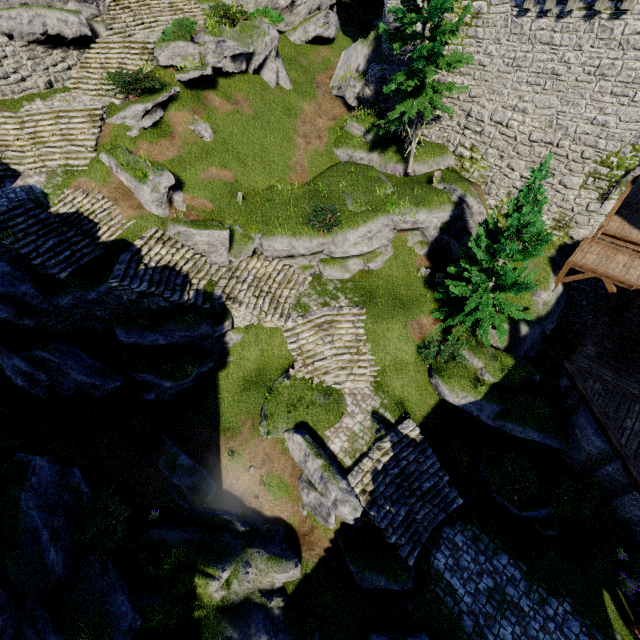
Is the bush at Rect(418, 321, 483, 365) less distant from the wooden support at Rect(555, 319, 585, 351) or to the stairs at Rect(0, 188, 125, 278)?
the stairs at Rect(0, 188, 125, 278)

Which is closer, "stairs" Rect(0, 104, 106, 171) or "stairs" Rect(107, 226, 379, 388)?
"stairs" Rect(107, 226, 379, 388)

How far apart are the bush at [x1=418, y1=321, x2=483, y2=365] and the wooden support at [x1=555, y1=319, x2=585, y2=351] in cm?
753

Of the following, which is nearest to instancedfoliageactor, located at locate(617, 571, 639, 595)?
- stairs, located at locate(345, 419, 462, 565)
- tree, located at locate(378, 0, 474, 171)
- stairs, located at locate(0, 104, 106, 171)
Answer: stairs, located at locate(345, 419, 462, 565)

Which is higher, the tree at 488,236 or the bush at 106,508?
the tree at 488,236

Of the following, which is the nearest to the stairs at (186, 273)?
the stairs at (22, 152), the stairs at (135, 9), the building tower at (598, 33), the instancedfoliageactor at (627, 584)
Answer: the stairs at (22, 152)

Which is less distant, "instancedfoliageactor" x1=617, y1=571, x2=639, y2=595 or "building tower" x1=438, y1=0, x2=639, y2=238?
"instancedfoliageactor" x1=617, y1=571, x2=639, y2=595

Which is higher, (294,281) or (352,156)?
(352,156)
